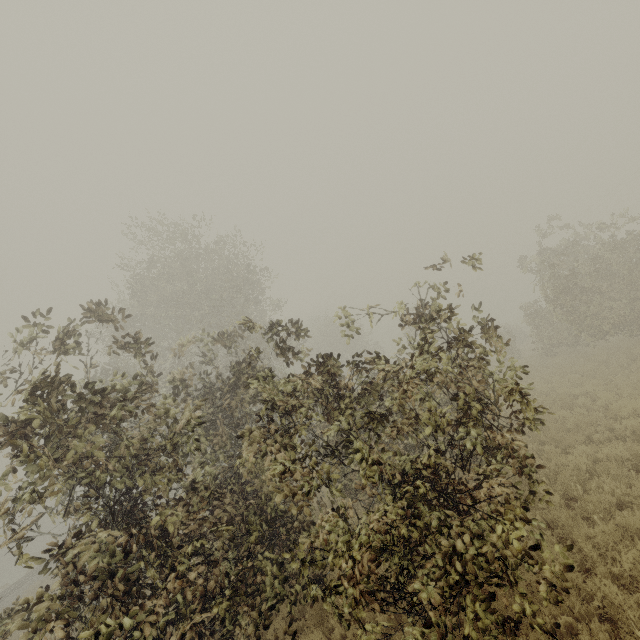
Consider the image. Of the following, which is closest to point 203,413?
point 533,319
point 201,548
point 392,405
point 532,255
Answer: point 392,405
